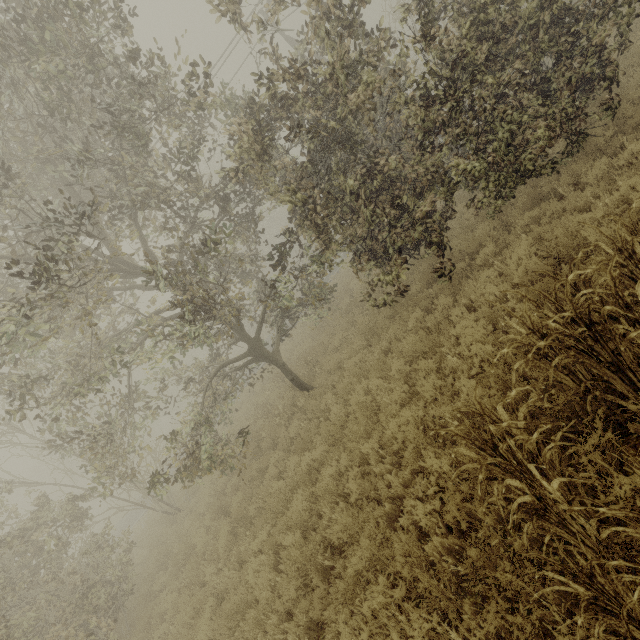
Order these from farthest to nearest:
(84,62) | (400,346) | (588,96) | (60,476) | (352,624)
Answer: (60,476), (400,346), (588,96), (84,62), (352,624)
